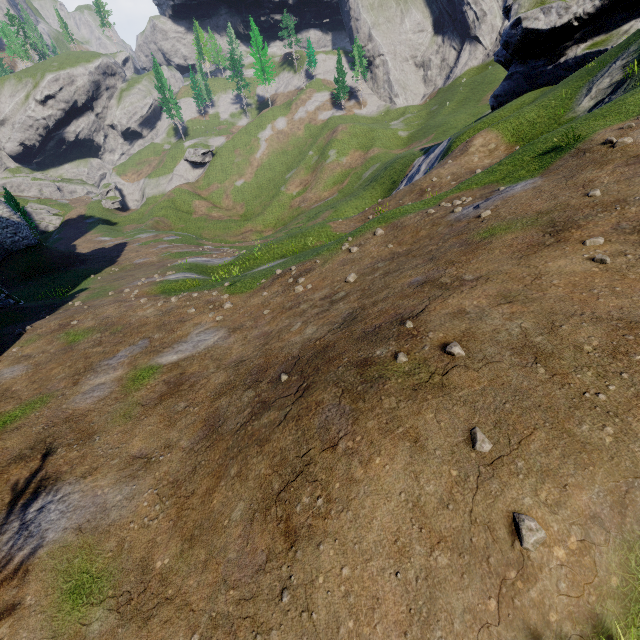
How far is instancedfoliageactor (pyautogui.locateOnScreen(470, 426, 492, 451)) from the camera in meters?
3.2 m

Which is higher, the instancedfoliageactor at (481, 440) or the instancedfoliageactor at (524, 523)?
the instancedfoliageactor at (481, 440)

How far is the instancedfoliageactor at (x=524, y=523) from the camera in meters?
2.7 m

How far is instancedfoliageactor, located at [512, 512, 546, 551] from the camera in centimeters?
272cm

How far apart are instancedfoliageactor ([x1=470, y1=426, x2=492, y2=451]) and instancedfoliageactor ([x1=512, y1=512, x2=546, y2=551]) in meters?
0.6

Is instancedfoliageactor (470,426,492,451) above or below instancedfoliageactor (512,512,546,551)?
above

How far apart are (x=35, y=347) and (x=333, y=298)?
11.2 meters
